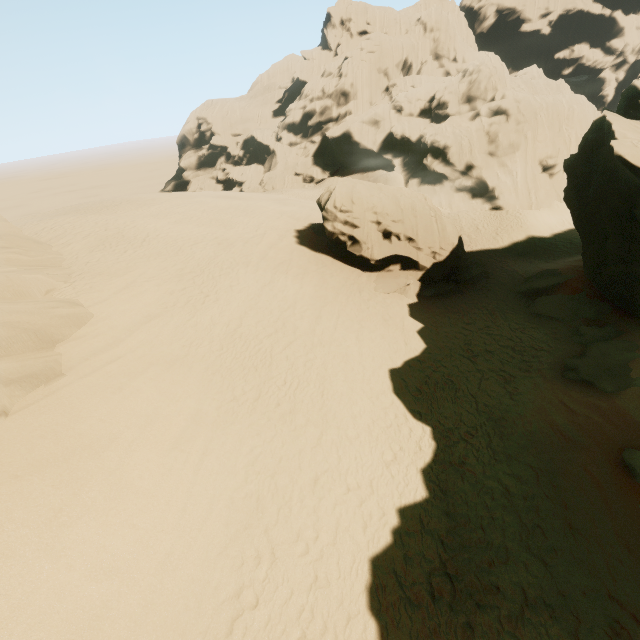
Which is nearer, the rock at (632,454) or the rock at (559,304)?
the rock at (632,454)

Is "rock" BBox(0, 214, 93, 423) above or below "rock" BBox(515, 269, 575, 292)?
above

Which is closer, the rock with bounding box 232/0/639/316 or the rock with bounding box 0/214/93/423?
the rock with bounding box 0/214/93/423

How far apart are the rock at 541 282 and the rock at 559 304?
0.8m

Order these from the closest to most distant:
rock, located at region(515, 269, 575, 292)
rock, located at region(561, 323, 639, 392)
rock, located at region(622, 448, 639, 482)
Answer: rock, located at region(622, 448, 639, 482) < rock, located at region(561, 323, 639, 392) < rock, located at region(515, 269, 575, 292)

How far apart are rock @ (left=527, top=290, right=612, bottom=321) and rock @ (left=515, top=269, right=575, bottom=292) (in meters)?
0.79

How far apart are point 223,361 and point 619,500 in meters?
12.0
